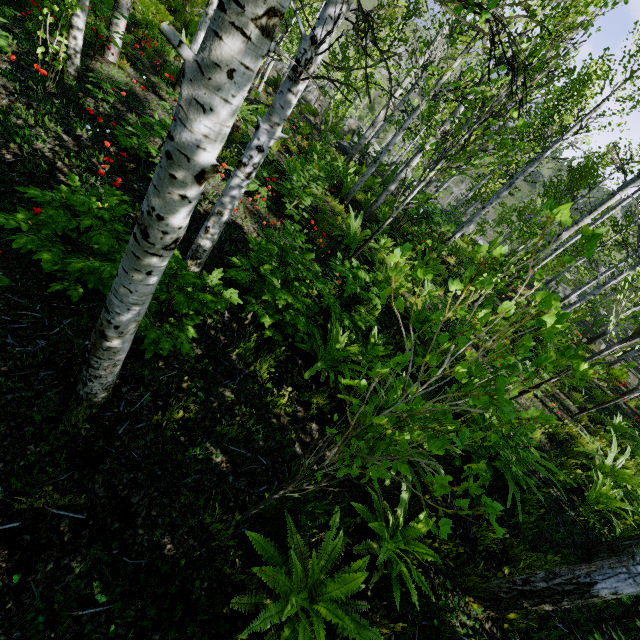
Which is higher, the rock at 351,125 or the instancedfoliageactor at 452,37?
the instancedfoliageactor at 452,37

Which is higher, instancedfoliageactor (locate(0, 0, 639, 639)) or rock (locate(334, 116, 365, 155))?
instancedfoliageactor (locate(0, 0, 639, 639))

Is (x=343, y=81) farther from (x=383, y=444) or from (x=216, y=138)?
(x=383, y=444)

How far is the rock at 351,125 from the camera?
18.56m

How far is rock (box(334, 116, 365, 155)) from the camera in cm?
1856

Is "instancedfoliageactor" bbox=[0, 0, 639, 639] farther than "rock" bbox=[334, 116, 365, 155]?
No
